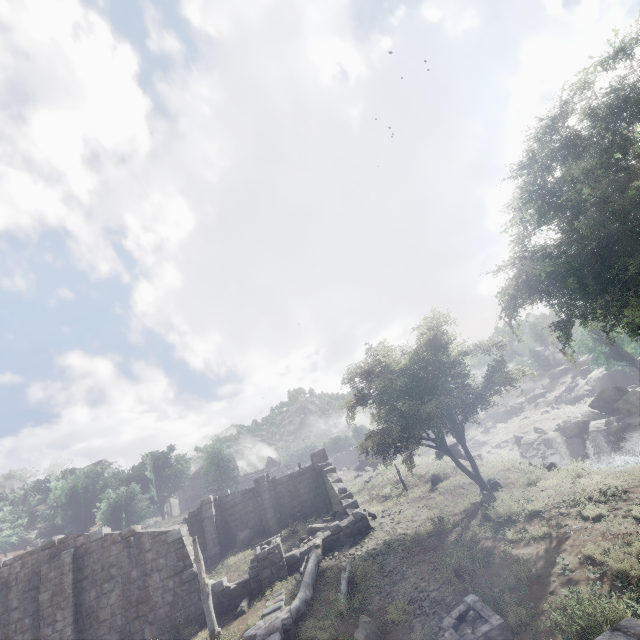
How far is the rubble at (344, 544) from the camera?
16.0 meters

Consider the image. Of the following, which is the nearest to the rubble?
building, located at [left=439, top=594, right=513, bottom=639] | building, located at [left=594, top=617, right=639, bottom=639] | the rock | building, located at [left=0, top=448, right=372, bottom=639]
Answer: building, located at [left=0, top=448, right=372, bottom=639]

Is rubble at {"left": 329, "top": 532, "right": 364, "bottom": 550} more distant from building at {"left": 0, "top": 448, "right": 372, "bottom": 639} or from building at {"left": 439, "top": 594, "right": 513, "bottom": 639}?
building at {"left": 439, "top": 594, "right": 513, "bottom": 639}

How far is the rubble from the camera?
16.0m

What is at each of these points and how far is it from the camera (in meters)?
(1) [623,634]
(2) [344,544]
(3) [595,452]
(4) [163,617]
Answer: (1) building, 4.10
(2) rubble, 16.25
(3) rock, 36.50
(4) building, 14.67

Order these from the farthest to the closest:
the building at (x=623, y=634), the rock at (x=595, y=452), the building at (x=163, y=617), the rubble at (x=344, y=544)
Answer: the rock at (x=595, y=452), the rubble at (x=344, y=544), the building at (x=163, y=617), the building at (x=623, y=634)

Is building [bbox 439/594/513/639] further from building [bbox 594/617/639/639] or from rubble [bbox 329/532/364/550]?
rubble [bbox 329/532/364/550]

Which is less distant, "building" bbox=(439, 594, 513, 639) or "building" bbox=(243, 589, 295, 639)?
"building" bbox=(439, 594, 513, 639)
